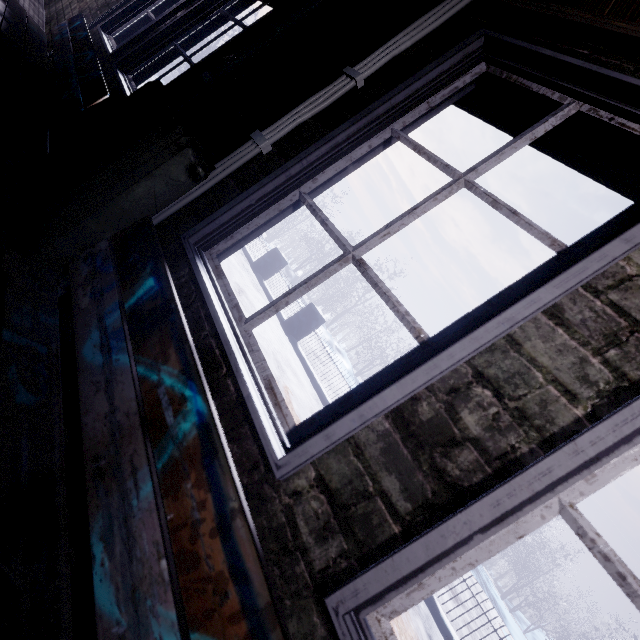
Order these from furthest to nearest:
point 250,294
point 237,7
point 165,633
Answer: point 250,294, point 237,7, point 165,633

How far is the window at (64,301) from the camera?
1.2m

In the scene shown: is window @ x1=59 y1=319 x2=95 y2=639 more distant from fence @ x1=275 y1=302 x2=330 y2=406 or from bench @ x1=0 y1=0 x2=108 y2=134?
fence @ x1=275 y1=302 x2=330 y2=406

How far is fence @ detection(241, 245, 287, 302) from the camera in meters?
8.4

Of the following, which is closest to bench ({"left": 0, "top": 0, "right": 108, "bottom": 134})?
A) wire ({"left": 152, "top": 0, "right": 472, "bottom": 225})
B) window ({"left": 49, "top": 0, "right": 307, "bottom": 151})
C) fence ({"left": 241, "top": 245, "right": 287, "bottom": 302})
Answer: window ({"left": 49, "top": 0, "right": 307, "bottom": 151})

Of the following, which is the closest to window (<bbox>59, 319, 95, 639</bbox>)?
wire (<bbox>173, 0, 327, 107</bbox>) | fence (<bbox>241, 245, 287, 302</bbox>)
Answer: wire (<bbox>173, 0, 327, 107</bbox>)

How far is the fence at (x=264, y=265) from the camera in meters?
8.4 m
